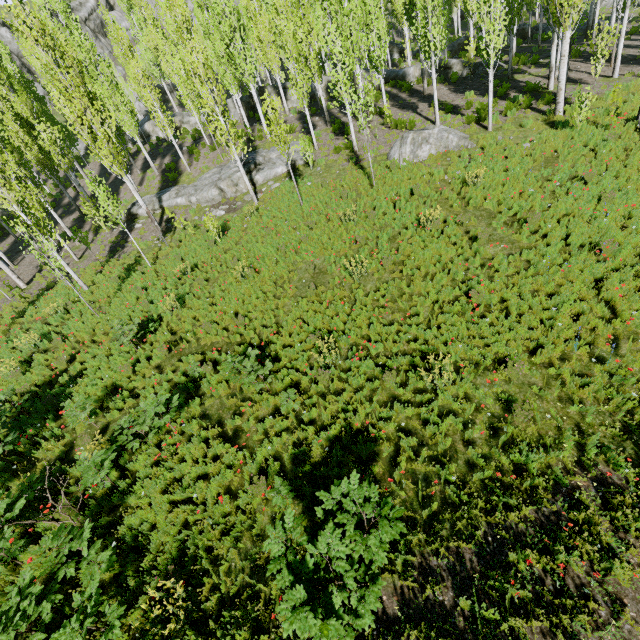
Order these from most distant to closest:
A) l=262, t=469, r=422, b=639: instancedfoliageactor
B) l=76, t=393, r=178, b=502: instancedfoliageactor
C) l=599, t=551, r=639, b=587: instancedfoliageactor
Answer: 1. l=76, t=393, r=178, b=502: instancedfoliageactor
2. l=599, t=551, r=639, b=587: instancedfoliageactor
3. l=262, t=469, r=422, b=639: instancedfoliageactor

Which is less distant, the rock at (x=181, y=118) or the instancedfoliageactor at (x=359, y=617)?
the instancedfoliageactor at (x=359, y=617)

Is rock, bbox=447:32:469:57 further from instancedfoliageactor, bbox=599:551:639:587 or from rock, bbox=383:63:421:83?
rock, bbox=383:63:421:83

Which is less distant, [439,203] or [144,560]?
[144,560]

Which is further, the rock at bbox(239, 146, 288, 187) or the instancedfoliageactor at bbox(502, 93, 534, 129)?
the rock at bbox(239, 146, 288, 187)

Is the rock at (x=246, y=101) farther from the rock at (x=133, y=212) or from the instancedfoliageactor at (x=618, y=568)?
the rock at (x=133, y=212)

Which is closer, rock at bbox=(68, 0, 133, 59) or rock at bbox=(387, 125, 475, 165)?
rock at bbox=(387, 125, 475, 165)

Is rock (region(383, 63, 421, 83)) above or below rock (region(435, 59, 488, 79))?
above
